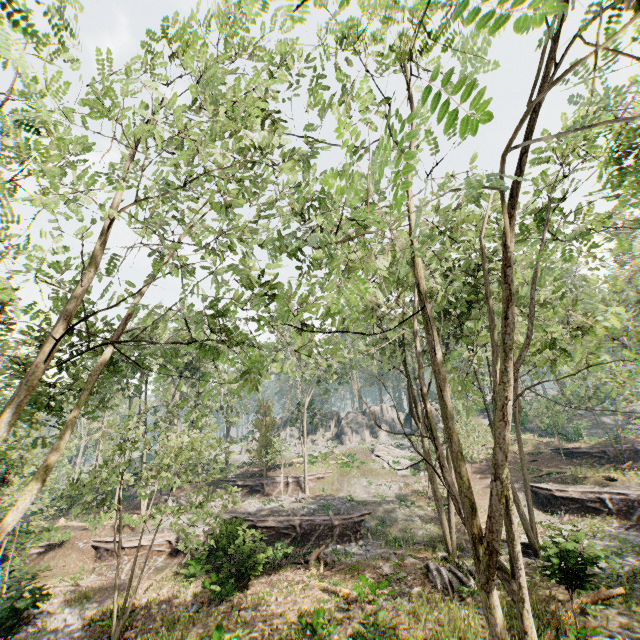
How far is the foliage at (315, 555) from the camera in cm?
1736

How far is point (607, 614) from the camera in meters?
11.5

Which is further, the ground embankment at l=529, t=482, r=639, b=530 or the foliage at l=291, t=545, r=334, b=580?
the ground embankment at l=529, t=482, r=639, b=530

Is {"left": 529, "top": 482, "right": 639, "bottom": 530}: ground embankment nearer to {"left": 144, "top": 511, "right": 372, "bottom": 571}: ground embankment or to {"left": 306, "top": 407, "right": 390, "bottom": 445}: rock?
{"left": 144, "top": 511, "right": 372, "bottom": 571}: ground embankment

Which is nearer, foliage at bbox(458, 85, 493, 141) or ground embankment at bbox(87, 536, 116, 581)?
foliage at bbox(458, 85, 493, 141)

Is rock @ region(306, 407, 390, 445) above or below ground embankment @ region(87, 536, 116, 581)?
above

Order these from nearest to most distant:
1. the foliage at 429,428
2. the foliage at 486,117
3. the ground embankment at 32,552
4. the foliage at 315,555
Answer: the foliage at 486,117, the foliage at 429,428, the foliage at 315,555, the ground embankment at 32,552

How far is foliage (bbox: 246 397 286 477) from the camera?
33.2 meters
